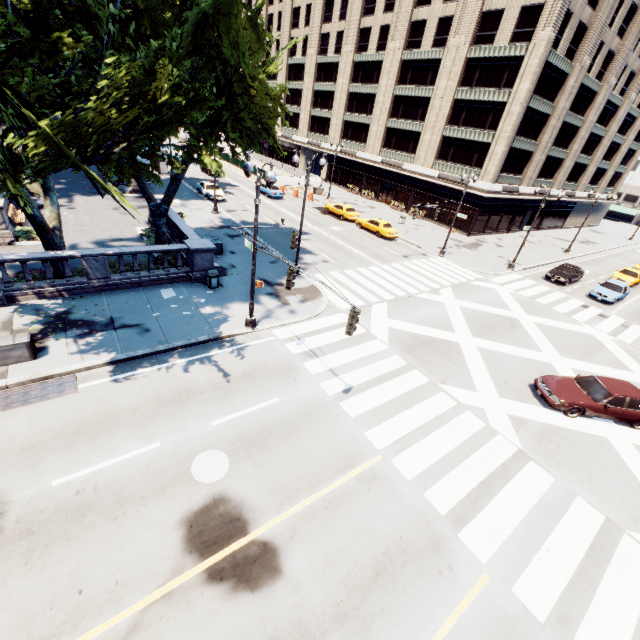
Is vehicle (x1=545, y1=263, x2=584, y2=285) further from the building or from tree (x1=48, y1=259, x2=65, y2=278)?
Answer: tree (x1=48, y1=259, x2=65, y2=278)

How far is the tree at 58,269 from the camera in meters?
15.3

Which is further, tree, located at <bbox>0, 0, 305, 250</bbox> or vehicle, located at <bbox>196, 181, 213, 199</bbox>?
vehicle, located at <bbox>196, 181, 213, 199</bbox>

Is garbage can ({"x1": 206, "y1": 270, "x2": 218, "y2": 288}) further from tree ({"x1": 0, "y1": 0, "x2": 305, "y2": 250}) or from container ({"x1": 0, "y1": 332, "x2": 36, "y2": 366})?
container ({"x1": 0, "y1": 332, "x2": 36, "y2": 366})

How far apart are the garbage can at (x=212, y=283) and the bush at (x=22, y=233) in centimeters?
1157cm

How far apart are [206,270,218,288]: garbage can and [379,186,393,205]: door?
37.6m

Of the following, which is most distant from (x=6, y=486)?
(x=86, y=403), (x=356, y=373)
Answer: (x=356, y=373)

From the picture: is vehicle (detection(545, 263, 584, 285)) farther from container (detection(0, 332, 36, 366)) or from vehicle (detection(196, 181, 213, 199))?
container (detection(0, 332, 36, 366))
